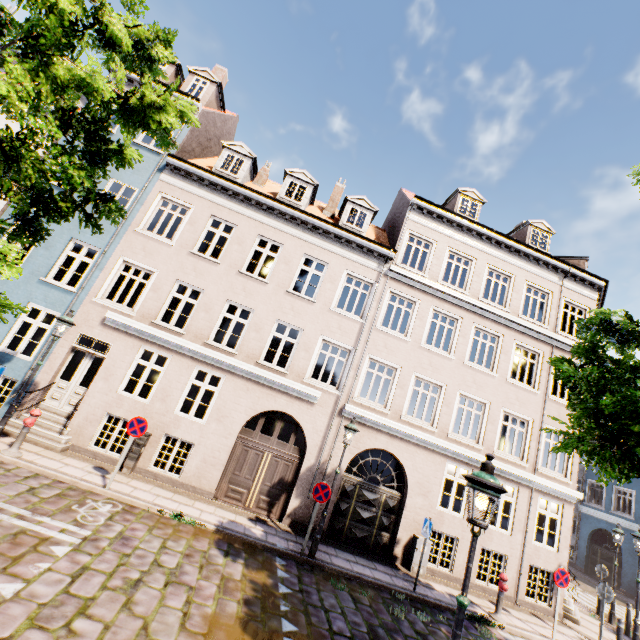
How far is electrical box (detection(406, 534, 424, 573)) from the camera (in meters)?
10.77

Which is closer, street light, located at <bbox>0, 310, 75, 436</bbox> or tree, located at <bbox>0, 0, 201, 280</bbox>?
tree, located at <bbox>0, 0, 201, 280</bbox>

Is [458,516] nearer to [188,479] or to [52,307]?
[188,479]

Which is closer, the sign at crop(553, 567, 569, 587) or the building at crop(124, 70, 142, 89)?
the sign at crop(553, 567, 569, 587)

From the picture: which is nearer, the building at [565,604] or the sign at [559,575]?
the sign at [559,575]

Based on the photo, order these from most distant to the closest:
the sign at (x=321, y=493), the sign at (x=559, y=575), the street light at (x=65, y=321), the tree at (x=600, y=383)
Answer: the sign at (x=559, y=575)
the sign at (x=321, y=493)
the street light at (x=65, y=321)
the tree at (x=600, y=383)

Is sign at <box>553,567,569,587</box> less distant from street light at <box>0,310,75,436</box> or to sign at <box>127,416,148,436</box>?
sign at <box>127,416,148,436</box>

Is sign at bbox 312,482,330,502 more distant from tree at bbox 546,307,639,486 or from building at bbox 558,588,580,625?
tree at bbox 546,307,639,486
